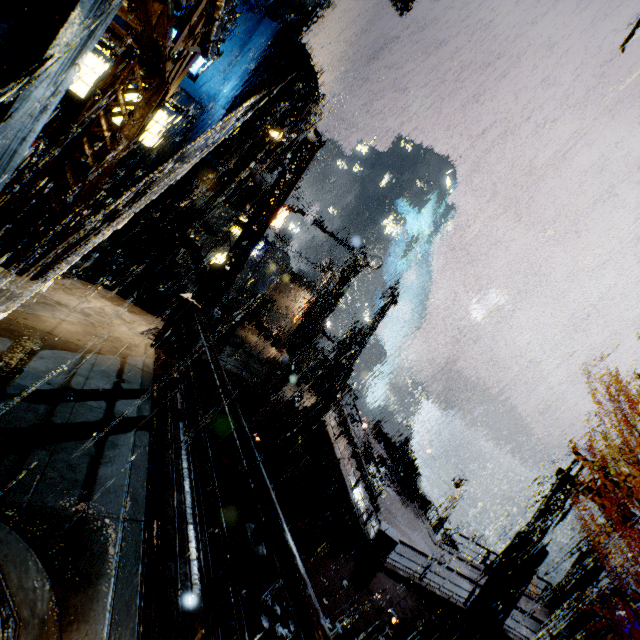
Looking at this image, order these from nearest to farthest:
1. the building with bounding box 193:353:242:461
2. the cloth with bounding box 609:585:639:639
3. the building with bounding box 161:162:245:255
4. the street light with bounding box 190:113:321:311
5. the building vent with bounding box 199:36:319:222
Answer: the street light with bounding box 190:113:321:311 < the building with bounding box 193:353:242:461 < the building with bounding box 161:162:245:255 < the building vent with bounding box 199:36:319:222 < the cloth with bounding box 609:585:639:639

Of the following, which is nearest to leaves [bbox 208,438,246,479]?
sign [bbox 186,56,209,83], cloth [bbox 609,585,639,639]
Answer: sign [bbox 186,56,209,83]

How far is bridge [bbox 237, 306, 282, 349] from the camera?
26.64m

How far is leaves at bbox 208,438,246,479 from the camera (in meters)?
13.34

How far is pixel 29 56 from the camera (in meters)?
3.16

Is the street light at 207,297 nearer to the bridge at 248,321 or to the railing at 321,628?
the railing at 321,628

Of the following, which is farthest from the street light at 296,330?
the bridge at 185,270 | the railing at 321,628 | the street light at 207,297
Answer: the railing at 321,628

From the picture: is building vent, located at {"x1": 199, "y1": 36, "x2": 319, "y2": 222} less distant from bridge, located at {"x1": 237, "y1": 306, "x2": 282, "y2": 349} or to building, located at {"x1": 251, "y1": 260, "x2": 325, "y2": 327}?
building, located at {"x1": 251, "y1": 260, "x2": 325, "y2": 327}
